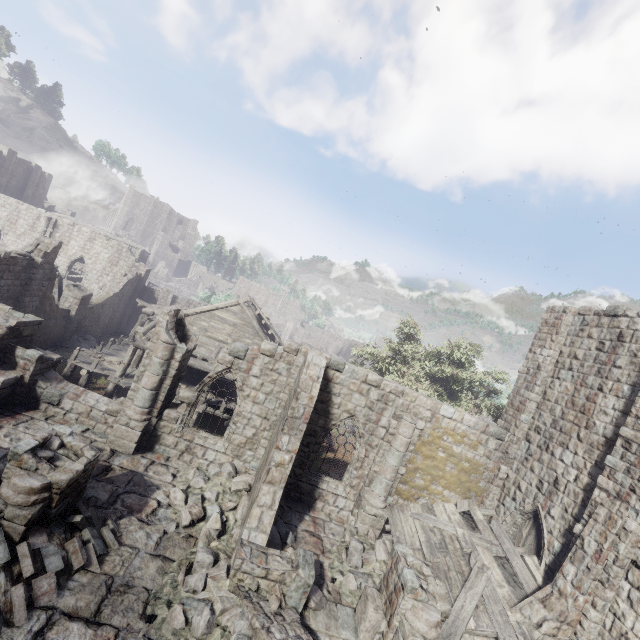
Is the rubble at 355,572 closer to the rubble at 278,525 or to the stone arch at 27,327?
the rubble at 278,525

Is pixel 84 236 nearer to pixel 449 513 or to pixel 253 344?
pixel 253 344

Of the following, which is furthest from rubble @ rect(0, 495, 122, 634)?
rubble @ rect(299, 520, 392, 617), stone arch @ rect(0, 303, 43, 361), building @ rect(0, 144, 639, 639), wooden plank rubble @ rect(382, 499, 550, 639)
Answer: stone arch @ rect(0, 303, 43, 361)

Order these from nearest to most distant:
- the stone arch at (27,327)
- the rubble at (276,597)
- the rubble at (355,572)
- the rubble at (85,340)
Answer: the rubble at (276,597) → the rubble at (355,572) → the stone arch at (27,327) → the rubble at (85,340)

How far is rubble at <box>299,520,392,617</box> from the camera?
8.92m

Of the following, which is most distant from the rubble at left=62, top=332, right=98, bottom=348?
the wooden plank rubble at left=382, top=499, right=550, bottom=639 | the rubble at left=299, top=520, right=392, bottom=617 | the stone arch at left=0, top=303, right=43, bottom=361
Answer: the wooden plank rubble at left=382, top=499, right=550, bottom=639

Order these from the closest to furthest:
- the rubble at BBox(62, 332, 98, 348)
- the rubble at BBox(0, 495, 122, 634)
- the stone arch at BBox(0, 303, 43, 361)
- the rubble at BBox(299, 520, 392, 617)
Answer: the rubble at BBox(0, 495, 122, 634) → the rubble at BBox(299, 520, 392, 617) → the stone arch at BBox(0, 303, 43, 361) → the rubble at BBox(62, 332, 98, 348)

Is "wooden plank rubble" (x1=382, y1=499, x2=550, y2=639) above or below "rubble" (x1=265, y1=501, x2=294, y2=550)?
above
